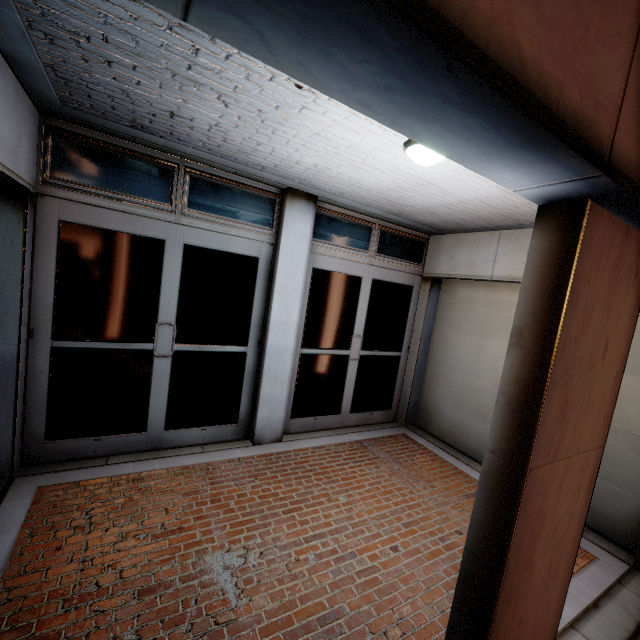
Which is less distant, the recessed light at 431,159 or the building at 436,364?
the building at 436,364

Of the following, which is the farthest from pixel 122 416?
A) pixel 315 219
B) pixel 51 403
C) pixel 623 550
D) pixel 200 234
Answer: pixel 623 550

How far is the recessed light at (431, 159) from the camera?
2.51m

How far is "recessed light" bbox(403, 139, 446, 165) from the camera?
2.51m

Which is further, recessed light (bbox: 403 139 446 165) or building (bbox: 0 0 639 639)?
recessed light (bbox: 403 139 446 165)
